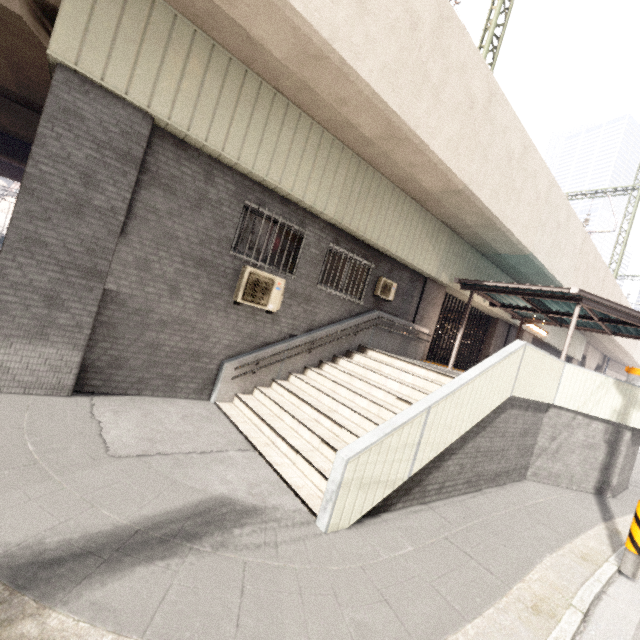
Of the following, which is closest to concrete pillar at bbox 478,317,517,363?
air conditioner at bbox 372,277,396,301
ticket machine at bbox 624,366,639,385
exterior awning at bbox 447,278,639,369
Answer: exterior awning at bbox 447,278,639,369

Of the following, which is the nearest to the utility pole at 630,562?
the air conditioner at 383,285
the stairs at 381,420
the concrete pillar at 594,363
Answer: the stairs at 381,420

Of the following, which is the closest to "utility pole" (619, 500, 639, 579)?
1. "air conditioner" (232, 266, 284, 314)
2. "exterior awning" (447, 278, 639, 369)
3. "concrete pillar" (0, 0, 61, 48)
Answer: "exterior awning" (447, 278, 639, 369)

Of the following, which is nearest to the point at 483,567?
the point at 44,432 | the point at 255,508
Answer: the point at 255,508

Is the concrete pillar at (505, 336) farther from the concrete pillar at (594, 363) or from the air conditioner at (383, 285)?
the concrete pillar at (594, 363)

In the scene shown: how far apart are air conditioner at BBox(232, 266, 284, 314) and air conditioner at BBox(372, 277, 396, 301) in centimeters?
334cm

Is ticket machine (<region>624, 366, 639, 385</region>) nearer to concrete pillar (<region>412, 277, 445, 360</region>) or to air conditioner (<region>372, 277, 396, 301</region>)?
concrete pillar (<region>412, 277, 445, 360</region>)

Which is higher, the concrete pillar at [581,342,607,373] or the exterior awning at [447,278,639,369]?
the concrete pillar at [581,342,607,373]
